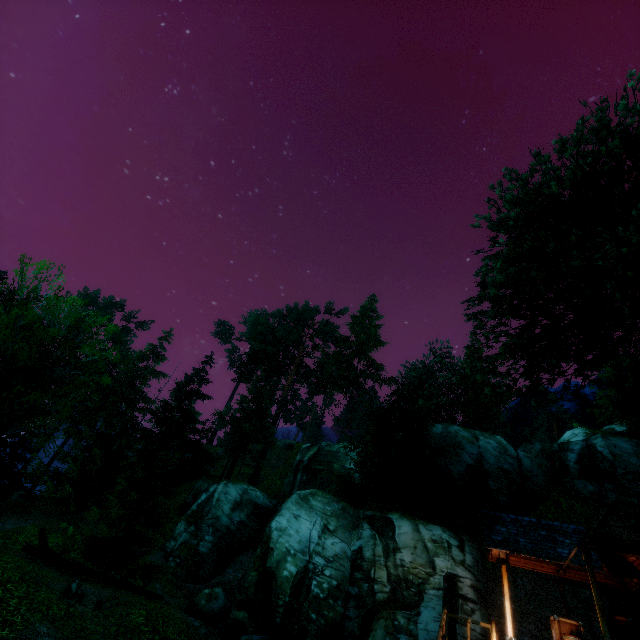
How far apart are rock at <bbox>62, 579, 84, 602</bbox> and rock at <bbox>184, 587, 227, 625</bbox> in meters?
8.6

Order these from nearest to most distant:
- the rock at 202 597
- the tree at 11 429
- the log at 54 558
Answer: the tree at 11 429
the log at 54 558
the rock at 202 597

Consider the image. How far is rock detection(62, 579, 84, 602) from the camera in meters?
9.9

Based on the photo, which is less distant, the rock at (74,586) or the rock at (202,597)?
the rock at (74,586)

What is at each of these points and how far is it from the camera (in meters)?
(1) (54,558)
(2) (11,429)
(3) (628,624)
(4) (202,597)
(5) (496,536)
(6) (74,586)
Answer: (1) log, 13.92
(2) tree, 9.61
(3) box, 11.12
(4) rock, 17.27
(5) building, 12.62
(6) rock, 10.04

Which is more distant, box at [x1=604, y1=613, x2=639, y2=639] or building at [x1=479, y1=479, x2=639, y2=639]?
box at [x1=604, y1=613, x2=639, y2=639]

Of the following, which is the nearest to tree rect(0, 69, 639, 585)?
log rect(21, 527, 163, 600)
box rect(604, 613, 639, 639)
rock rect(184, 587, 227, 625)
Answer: log rect(21, 527, 163, 600)

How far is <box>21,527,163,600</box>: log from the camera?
13.49m
